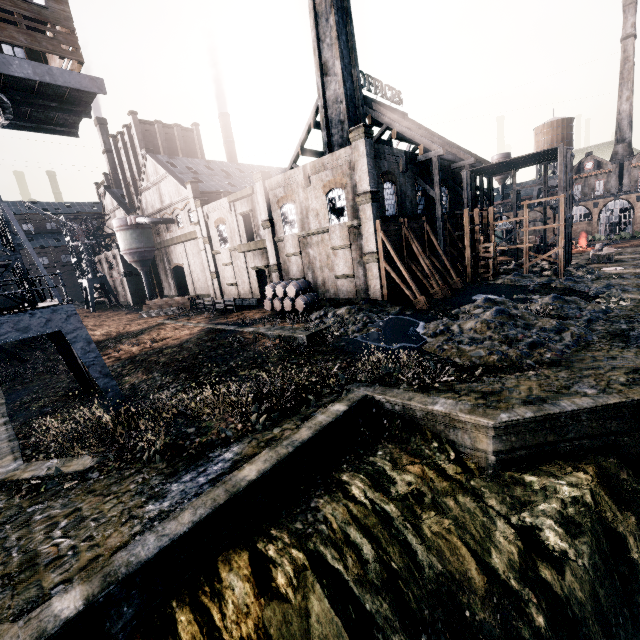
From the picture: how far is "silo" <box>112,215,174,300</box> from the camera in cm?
4631

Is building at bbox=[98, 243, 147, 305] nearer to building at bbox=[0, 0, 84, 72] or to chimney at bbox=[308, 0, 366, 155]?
chimney at bbox=[308, 0, 366, 155]

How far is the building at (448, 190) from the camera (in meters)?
34.88

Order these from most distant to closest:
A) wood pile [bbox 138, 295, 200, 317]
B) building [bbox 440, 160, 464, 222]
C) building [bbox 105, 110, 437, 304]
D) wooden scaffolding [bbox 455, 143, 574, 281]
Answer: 1. wood pile [bbox 138, 295, 200, 317]
2. building [bbox 440, 160, 464, 222]
3. wooden scaffolding [bbox 455, 143, 574, 281]
4. building [bbox 105, 110, 437, 304]

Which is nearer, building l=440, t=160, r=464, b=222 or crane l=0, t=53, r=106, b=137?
crane l=0, t=53, r=106, b=137

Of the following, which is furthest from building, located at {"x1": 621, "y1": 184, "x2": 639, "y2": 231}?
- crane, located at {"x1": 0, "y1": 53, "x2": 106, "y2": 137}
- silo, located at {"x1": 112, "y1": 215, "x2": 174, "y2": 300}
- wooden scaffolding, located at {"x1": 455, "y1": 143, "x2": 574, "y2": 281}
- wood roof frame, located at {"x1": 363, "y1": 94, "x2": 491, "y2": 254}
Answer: crane, located at {"x1": 0, "y1": 53, "x2": 106, "y2": 137}

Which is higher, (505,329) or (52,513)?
(505,329)

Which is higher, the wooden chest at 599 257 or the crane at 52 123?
the crane at 52 123
